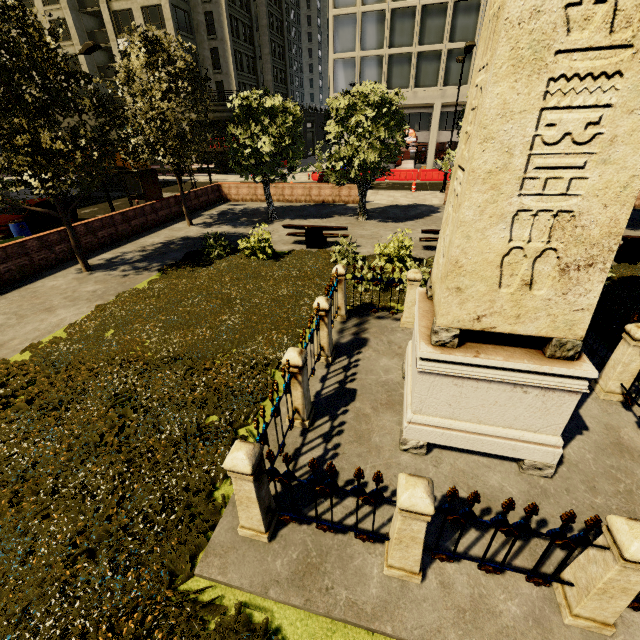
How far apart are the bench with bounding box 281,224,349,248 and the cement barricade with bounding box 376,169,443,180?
19.0m

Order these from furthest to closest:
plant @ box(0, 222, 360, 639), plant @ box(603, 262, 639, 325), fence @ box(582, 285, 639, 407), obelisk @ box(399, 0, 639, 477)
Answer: plant @ box(603, 262, 639, 325)
fence @ box(582, 285, 639, 407)
plant @ box(0, 222, 360, 639)
obelisk @ box(399, 0, 639, 477)

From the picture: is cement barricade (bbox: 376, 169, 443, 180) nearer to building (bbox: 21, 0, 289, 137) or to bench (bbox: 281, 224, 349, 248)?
building (bbox: 21, 0, 289, 137)

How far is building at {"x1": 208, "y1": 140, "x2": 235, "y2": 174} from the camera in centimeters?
3488cm

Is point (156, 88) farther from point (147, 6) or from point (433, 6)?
point (147, 6)

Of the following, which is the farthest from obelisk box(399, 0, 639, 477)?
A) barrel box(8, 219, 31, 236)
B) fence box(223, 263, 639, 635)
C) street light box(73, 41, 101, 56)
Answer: street light box(73, 41, 101, 56)

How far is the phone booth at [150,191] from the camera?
16.4m

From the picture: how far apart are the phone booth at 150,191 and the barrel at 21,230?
4.5m
